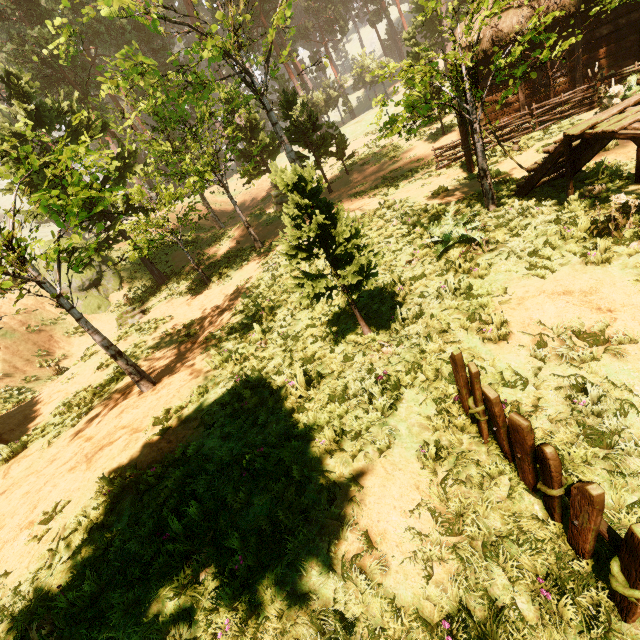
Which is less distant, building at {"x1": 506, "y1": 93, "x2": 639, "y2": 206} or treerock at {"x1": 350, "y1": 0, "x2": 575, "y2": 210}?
building at {"x1": 506, "y1": 93, "x2": 639, "y2": 206}

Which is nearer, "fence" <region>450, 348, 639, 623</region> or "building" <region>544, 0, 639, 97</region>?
"fence" <region>450, 348, 639, 623</region>

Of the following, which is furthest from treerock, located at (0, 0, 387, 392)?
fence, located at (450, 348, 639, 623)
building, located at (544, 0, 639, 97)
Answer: fence, located at (450, 348, 639, 623)

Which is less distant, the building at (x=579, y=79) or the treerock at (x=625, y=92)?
the treerock at (x=625, y=92)

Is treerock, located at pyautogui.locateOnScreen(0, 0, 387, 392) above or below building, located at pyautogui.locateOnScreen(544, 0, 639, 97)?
above

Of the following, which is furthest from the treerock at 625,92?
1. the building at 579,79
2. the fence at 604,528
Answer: the fence at 604,528

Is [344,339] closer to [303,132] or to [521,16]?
[521,16]
